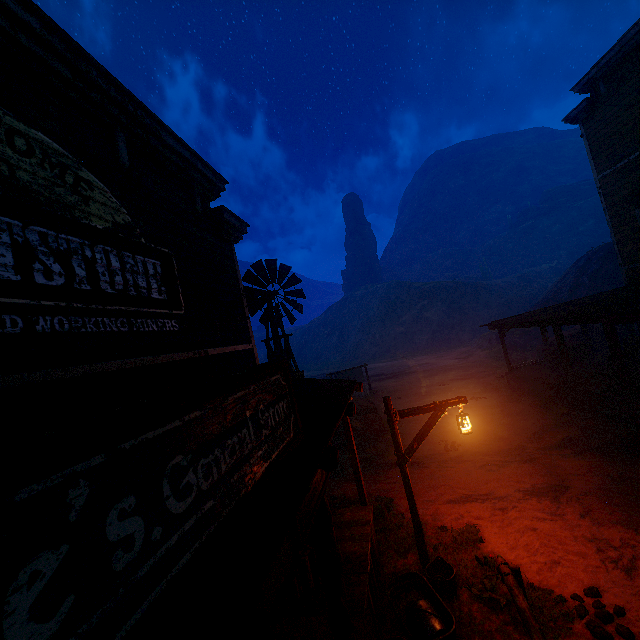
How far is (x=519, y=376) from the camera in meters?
15.8 m

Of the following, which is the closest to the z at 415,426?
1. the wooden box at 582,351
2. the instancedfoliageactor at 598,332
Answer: the instancedfoliageactor at 598,332

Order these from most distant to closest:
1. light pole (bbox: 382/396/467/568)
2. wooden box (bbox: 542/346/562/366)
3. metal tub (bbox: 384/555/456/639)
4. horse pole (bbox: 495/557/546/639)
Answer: wooden box (bbox: 542/346/562/366)
light pole (bbox: 382/396/467/568)
metal tub (bbox: 384/555/456/639)
horse pole (bbox: 495/557/546/639)

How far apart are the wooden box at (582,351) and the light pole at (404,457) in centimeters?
1267cm

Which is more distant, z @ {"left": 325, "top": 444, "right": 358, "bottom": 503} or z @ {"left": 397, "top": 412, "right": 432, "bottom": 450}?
z @ {"left": 397, "top": 412, "right": 432, "bottom": 450}

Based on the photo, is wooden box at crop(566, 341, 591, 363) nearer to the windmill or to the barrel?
the barrel

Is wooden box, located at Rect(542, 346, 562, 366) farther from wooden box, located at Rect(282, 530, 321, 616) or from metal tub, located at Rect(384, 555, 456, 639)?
wooden box, located at Rect(282, 530, 321, 616)

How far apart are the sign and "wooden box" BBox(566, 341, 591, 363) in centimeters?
1141cm
